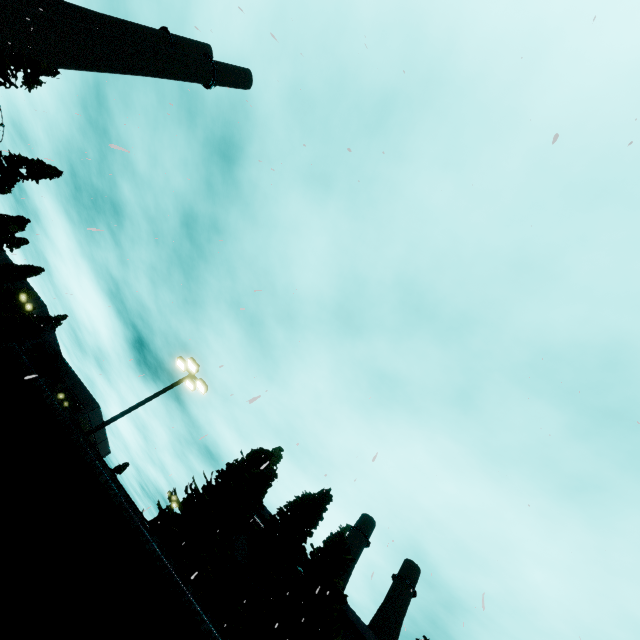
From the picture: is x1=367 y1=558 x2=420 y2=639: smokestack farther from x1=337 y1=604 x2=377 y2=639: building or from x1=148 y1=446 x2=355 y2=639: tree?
x1=148 y1=446 x2=355 y2=639: tree

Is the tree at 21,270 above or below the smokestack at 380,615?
below

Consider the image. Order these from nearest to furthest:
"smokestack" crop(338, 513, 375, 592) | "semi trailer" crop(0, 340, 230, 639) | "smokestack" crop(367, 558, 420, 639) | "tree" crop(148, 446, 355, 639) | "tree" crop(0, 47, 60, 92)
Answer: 1. "semi trailer" crop(0, 340, 230, 639)
2. "tree" crop(148, 446, 355, 639)
3. "tree" crop(0, 47, 60, 92)
4. "smokestack" crop(367, 558, 420, 639)
5. "smokestack" crop(338, 513, 375, 592)

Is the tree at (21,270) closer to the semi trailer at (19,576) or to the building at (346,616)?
the building at (346,616)

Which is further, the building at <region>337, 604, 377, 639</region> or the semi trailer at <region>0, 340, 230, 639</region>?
the building at <region>337, 604, 377, 639</region>

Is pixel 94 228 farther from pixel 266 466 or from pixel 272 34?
pixel 266 466

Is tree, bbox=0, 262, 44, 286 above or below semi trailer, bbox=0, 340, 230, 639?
above

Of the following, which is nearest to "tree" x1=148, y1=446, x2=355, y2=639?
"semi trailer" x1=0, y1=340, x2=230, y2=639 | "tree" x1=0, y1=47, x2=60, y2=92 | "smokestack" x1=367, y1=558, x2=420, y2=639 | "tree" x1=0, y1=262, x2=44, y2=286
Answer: "semi trailer" x1=0, y1=340, x2=230, y2=639
